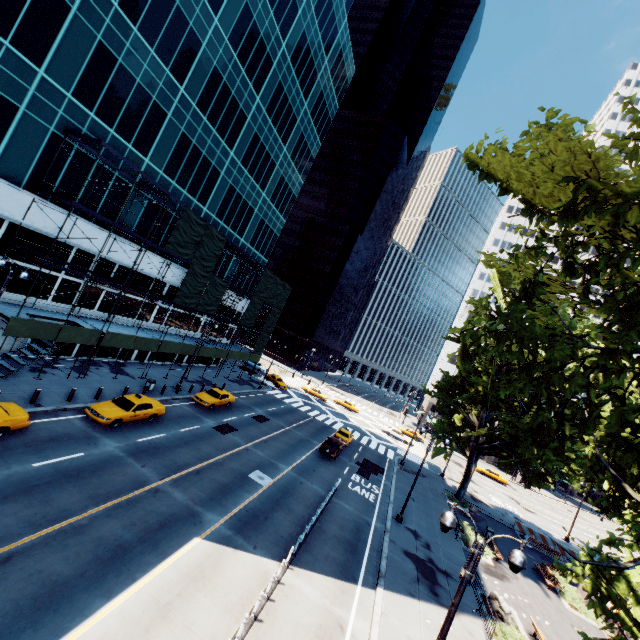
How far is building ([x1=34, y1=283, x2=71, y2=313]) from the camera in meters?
23.2 m

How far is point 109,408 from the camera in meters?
20.0

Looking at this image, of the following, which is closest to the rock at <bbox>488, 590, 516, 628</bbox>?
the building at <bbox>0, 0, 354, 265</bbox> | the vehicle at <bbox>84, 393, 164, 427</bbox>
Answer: the vehicle at <bbox>84, 393, 164, 427</bbox>

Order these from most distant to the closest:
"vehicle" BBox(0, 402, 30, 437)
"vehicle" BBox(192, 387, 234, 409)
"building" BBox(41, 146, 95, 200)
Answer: "vehicle" BBox(192, 387, 234, 409) < "building" BBox(41, 146, 95, 200) < "vehicle" BBox(0, 402, 30, 437)

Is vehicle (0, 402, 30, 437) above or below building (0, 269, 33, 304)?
below

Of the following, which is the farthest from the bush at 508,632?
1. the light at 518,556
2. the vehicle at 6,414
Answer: the vehicle at 6,414

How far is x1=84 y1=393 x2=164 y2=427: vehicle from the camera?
19.3m

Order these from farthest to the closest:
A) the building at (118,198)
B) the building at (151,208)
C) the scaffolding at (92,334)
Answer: the building at (151,208), the building at (118,198), the scaffolding at (92,334)
